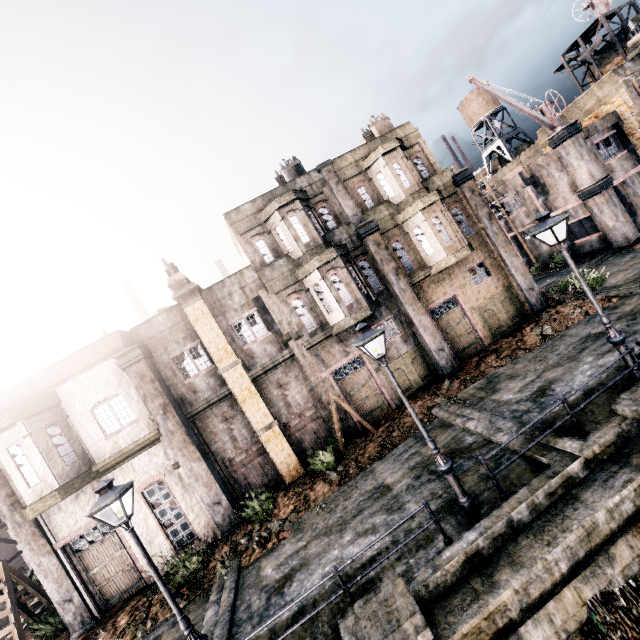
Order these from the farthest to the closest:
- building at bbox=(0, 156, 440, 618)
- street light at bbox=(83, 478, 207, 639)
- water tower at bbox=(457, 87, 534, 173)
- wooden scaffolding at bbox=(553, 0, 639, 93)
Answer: water tower at bbox=(457, 87, 534, 173) < wooden scaffolding at bbox=(553, 0, 639, 93) < building at bbox=(0, 156, 440, 618) < street light at bbox=(83, 478, 207, 639)

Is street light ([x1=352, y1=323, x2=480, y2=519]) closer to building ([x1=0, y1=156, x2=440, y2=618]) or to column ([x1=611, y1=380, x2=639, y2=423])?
column ([x1=611, y1=380, x2=639, y2=423])

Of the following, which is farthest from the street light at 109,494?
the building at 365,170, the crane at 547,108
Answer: the crane at 547,108

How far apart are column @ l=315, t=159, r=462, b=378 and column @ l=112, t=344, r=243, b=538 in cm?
1221

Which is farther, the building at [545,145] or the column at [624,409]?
the building at [545,145]

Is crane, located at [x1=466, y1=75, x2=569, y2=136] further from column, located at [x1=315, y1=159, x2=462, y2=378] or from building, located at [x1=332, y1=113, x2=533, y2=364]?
column, located at [x1=315, y1=159, x2=462, y2=378]

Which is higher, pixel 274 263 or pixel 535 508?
pixel 274 263

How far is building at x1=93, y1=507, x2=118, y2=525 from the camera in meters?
14.2 m
